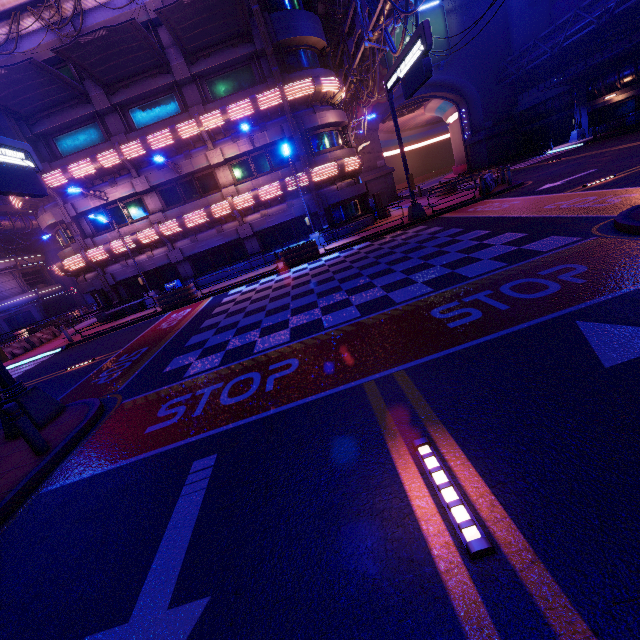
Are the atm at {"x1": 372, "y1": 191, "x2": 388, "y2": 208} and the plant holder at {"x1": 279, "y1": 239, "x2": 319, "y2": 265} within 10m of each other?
yes

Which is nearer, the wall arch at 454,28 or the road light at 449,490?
the road light at 449,490

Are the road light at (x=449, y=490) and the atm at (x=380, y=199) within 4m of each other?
no

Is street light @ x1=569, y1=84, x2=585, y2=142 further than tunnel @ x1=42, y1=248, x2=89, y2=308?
No

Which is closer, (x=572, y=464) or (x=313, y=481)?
(x=572, y=464)

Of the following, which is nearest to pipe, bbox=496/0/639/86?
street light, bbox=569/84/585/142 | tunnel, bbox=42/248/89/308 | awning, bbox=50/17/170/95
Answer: street light, bbox=569/84/585/142

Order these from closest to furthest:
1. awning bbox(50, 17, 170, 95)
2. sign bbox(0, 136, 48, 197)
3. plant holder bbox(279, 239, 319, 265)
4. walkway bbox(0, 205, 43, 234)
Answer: sign bbox(0, 136, 48, 197)
awning bbox(50, 17, 170, 95)
plant holder bbox(279, 239, 319, 265)
walkway bbox(0, 205, 43, 234)

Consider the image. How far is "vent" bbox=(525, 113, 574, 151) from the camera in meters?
34.0 m
